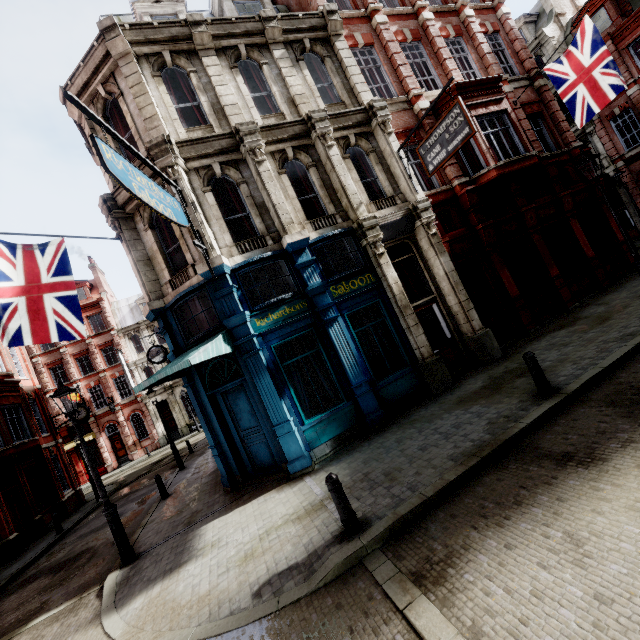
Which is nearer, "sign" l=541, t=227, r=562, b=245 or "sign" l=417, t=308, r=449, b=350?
"sign" l=417, t=308, r=449, b=350

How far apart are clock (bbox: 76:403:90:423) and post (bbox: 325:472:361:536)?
23.99m

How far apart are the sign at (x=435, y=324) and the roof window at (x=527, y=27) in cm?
3108

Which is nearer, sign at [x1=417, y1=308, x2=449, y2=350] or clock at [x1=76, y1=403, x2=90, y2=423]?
sign at [x1=417, y1=308, x2=449, y2=350]

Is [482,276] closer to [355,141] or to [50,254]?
[355,141]

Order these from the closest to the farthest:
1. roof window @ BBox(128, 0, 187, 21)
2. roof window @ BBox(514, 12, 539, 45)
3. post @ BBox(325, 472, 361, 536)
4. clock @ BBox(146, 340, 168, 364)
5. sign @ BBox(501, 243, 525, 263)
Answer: post @ BBox(325, 472, 361, 536) < roof window @ BBox(128, 0, 187, 21) < sign @ BBox(501, 243, 525, 263) < clock @ BBox(146, 340, 168, 364) < roof window @ BBox(514, 12, 539, 45)

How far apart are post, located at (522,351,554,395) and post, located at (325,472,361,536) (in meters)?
4.72

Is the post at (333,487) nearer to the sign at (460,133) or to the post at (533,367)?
the post at (533,367)
